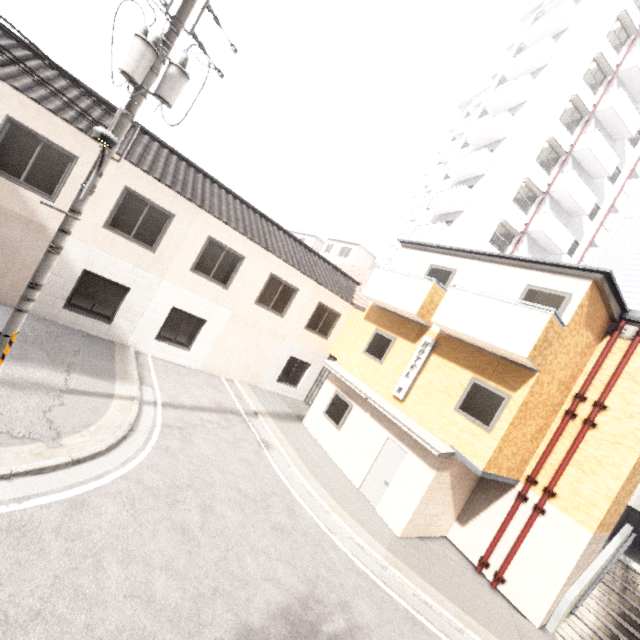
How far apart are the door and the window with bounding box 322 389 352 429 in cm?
183

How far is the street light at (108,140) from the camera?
4.7m

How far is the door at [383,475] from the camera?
10.3m

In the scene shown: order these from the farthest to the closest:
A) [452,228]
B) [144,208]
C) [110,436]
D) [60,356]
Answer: [452,228] < [144,208] < [60,356] < [110,436]

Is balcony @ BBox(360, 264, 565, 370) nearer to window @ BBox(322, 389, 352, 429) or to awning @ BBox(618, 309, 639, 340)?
awning @ BBox(618, 309, 639, 340)

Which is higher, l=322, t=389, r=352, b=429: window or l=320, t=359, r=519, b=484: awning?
l=320, t=359, r=519, b=484: awning

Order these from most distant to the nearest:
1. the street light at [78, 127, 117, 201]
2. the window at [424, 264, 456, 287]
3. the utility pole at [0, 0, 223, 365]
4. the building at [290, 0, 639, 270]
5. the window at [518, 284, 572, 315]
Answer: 1. the building at [290, 0, 639, 270]
2. the window at [424, 264, 456, 287]
3. the window at [518, 284, 572, 315]
4. the utility pole at [0, 0, 223, 365]
5. the street light at [78, 127, 117, 201]

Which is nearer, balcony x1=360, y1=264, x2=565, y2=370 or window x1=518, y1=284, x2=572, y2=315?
balcony x1=360, y1=264, x2=565, y2=370
